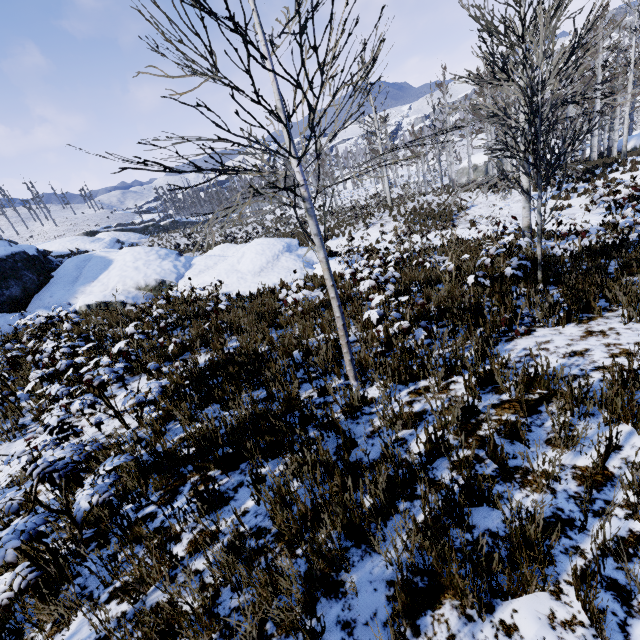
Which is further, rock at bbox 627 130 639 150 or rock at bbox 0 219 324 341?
rock at bbox 627 130 639 150

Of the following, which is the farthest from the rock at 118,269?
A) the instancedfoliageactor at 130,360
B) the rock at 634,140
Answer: the rock at 634,140

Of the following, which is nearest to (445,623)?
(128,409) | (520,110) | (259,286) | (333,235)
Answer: (128,409)

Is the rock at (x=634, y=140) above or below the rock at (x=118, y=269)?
below

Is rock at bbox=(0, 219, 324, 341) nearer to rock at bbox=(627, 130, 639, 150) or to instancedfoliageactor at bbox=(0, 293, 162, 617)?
instancedfoliageactor at bbox=(0, 293, 162, 617)

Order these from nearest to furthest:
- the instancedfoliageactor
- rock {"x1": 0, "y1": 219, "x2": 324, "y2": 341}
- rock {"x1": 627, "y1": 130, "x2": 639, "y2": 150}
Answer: the instancedfoliageactor < rock {"x1": 0, "y1": 219, "x2": 324, "y2": 341} < rock {"x1": 627, "y1": 130, "x2": 639, "y2": 150}

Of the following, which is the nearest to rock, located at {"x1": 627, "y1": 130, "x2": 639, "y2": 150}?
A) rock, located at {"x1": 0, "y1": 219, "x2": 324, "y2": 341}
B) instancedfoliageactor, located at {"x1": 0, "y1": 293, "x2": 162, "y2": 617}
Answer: rock, located at {"x1": 0, "y1": 219, "x2": 324, "y2": 341}
